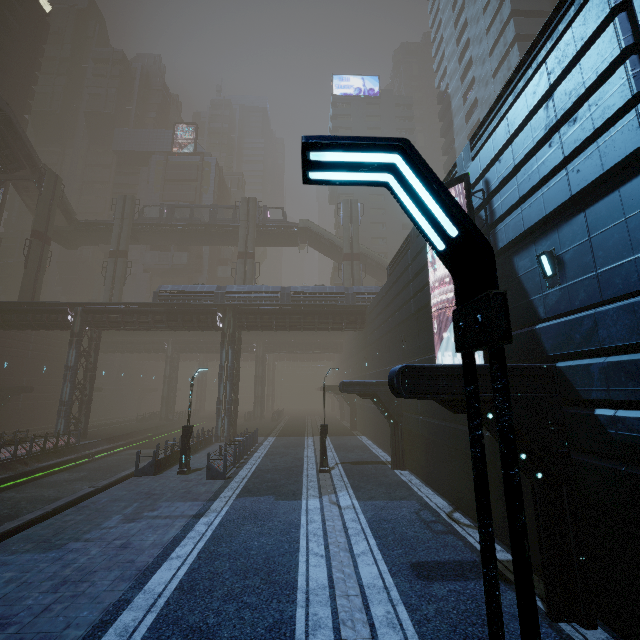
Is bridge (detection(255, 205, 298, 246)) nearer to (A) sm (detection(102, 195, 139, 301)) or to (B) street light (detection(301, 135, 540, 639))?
(A) sm (detection(102, 195, 139, 301))

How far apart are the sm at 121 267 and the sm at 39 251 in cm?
544

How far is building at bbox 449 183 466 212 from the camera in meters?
11.3 m

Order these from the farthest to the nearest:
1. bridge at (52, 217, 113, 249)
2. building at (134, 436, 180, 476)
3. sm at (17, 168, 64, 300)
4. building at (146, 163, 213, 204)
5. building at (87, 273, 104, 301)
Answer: building at (146, 163, 213, 204) → building at (87, 273, 104, 301) → bridge at (52, 217, 113, 249) → sm at (17, 168, 64, 300) → building at (134, 436, 180, 476)

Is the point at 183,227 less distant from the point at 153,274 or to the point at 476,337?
the point at 153,274

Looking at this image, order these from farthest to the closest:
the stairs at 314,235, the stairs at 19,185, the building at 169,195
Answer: the building at 169,195 < the stairs at 314,235 < the stairs at 19,185

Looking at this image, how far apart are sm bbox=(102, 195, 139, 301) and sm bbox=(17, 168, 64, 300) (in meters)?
5.44

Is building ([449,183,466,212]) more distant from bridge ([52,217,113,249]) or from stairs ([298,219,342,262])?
stairs ([298,219,342,262])
